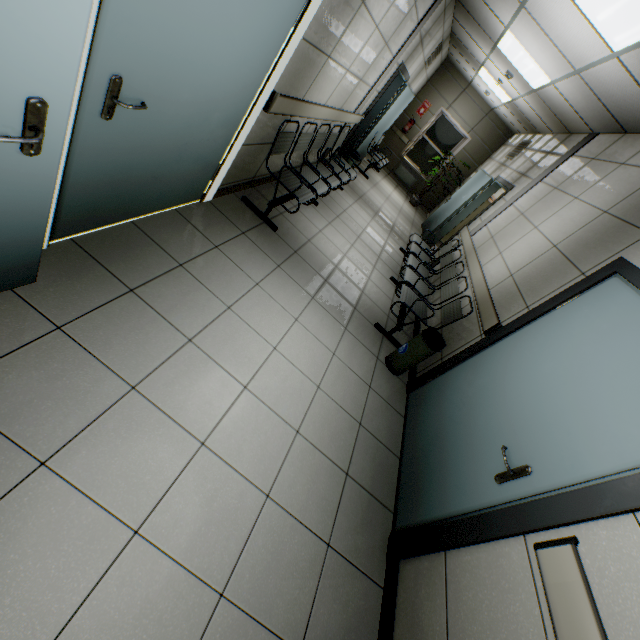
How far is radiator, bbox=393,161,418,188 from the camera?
10.9 meters

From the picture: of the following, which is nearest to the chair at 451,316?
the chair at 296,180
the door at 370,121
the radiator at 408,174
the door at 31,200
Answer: the chair at 296,180

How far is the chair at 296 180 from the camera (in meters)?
3.58

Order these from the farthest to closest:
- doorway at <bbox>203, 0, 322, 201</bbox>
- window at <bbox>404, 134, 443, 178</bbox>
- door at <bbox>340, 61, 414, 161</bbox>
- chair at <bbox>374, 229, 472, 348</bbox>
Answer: window at <bbox>404, 134, 443, 178</bbox> → door at <bbox>340, 61, 414, 161</bbox> → chair at <bbox>374, 229, 472, 348</bbox> → doorway at <bbox>203, 0, 322, 201</bbox>

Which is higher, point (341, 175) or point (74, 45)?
point (74, 45)

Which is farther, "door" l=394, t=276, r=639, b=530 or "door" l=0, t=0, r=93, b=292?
"door" l=394, t=276, r=639, b=530

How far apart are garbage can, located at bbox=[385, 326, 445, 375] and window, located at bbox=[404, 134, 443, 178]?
9.4m

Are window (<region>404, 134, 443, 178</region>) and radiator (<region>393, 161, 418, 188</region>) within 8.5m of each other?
yes
